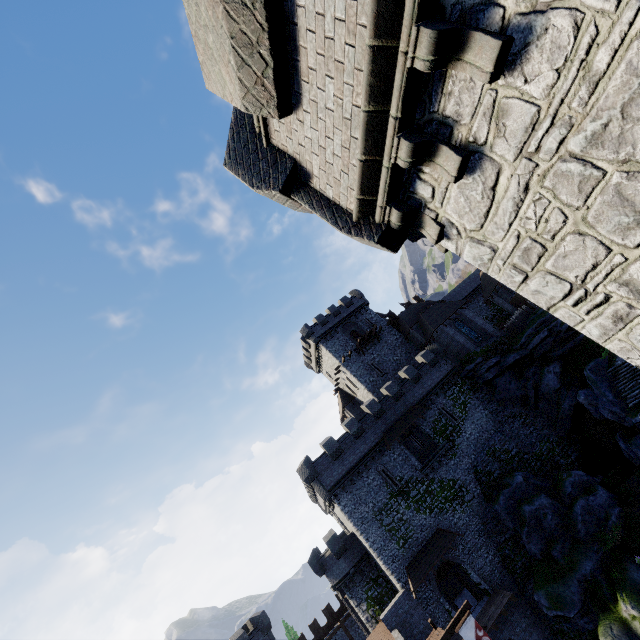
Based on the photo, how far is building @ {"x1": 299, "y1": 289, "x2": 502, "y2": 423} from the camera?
40.22m

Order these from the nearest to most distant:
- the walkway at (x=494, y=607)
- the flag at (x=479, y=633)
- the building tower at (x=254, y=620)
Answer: the flag at (x=479, y=633) → the walkway at (x=494, y=607) → the building tower at (x=254, y=620)

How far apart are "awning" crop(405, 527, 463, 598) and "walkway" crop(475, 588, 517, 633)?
3.7 meters

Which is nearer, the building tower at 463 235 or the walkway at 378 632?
the building tower at 463 235

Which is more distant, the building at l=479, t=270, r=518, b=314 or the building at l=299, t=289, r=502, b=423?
the building at l=479, t=270, r=518, b=314

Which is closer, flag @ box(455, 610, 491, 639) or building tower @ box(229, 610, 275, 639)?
flag @ box(455, 610, 491, 639)

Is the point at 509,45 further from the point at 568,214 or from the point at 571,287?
the point at 571,287

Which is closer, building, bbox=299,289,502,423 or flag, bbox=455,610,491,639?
flag, bbox=455,610,491,639
